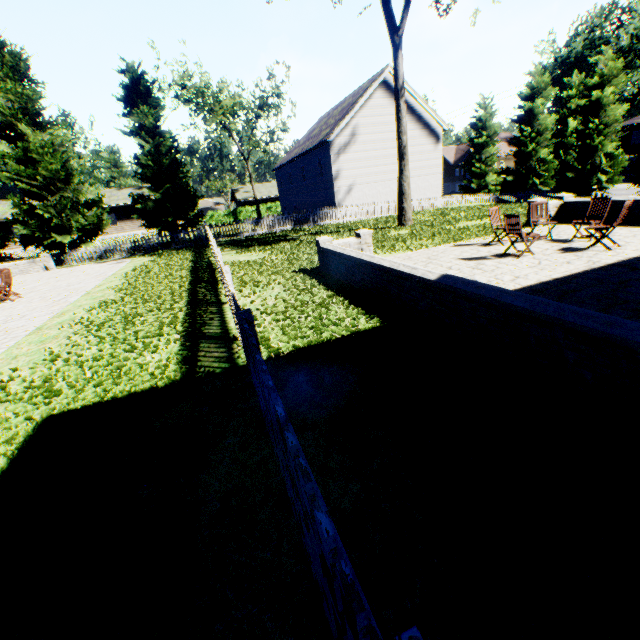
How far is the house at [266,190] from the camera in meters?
51.6 m

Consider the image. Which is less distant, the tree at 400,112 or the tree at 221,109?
the tree at 400,112

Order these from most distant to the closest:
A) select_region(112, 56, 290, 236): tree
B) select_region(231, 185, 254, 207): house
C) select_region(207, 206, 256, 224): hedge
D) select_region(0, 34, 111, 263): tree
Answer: select_region(231, 185, 254, 207): house → select_region(207, 206, 256, 224): hedge → select_region(112, 56, 290, 236): tree → select_region(0, 34, 111, 263): tree

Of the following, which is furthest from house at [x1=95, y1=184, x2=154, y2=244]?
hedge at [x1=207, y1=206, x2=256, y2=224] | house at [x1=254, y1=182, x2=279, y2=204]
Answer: house at [x1=254, y1=182, x2=279, y2=204]

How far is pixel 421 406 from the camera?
3.4 meters

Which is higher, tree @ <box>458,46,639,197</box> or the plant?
the plant

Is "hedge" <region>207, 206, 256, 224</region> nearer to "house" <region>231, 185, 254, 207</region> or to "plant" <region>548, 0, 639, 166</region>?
"house" <region>231, 185, 254, 207</region>

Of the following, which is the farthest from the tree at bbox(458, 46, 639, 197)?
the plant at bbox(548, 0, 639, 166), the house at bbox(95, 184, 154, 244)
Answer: the plant at bbox(548, 0, 639, 166)
